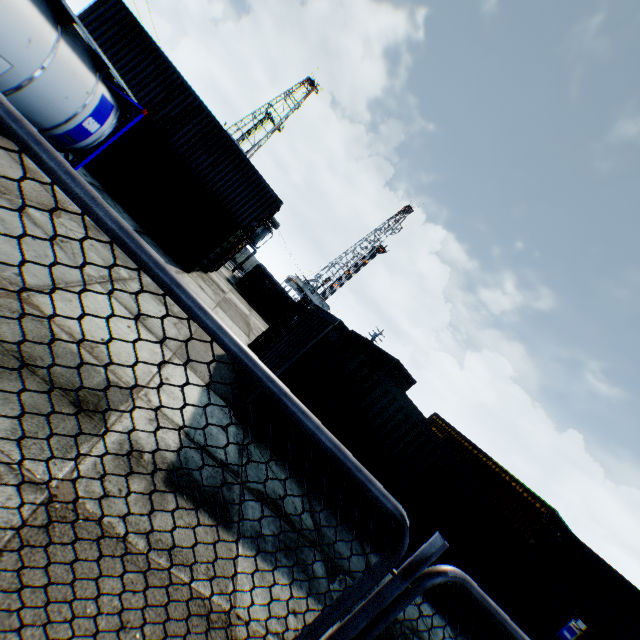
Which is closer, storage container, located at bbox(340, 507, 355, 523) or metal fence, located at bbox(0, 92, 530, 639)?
metal fence, located at bbox(0, 92, 530, 639)

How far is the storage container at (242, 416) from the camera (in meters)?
6.63

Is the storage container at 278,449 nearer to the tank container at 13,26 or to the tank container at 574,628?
the tank container at 13,26

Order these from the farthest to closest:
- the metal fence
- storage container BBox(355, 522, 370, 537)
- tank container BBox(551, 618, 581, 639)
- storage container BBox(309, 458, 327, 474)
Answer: tank container BBox(551, 618, 581, 639)
storage container BBox(355, 522, 370, 537)
storage container BBox(309, 458, 327, 474)
the metal fence

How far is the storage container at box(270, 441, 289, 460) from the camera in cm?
696

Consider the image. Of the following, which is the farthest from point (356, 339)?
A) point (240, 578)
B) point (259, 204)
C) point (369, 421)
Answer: point (259, 204)

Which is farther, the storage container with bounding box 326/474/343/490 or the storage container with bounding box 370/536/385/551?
the storage container with bounding box 370/536/385/551
